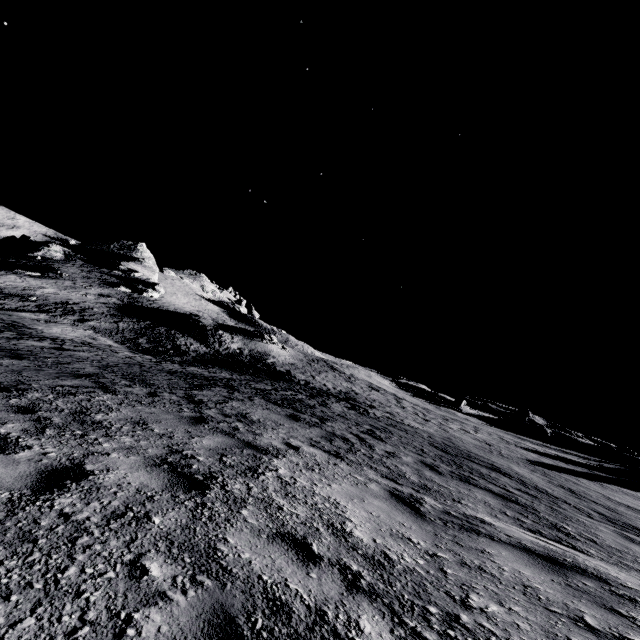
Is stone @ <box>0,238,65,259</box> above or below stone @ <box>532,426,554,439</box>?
below

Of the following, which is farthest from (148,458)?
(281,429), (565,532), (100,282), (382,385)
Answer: (100,282)

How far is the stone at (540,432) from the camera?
55.41m

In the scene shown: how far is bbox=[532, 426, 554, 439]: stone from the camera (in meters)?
55.41

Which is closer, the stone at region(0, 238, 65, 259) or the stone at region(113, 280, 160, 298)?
the stone at region(113, 280, 160, 298)

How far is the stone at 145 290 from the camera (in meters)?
52.98

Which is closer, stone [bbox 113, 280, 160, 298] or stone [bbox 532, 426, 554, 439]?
stone [bbox 113, 280, 160, 298]

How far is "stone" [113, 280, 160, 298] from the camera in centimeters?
5298cm
